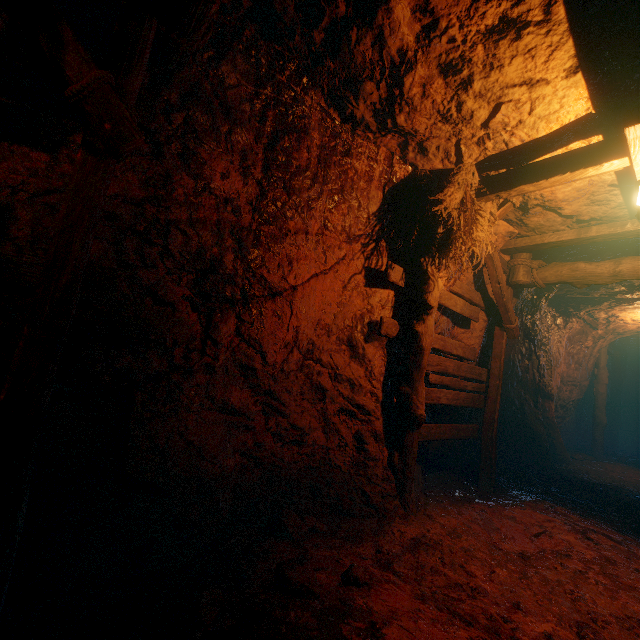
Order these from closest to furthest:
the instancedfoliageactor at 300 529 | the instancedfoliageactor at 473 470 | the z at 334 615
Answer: the z at 334 615
the instancedfoliageactor at 300 529
the instancedfoliageactor at 473 470

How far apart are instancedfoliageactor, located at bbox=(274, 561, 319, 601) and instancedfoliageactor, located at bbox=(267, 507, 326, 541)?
0.6m

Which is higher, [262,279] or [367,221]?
[367,221]

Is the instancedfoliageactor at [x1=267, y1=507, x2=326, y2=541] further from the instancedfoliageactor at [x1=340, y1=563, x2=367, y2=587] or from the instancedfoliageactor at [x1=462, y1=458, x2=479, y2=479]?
the instancedfoliageactor at [x1=462, y1=458, x2=479, y2=479]

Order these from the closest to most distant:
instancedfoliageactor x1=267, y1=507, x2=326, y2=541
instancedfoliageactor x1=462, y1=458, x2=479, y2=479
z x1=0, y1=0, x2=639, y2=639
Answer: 1. z x1=0, y1=0, x2=639, y2=639
2. instancedfoliageactor x1=267, y1=507, x2=326, y2=541
3. instancedfoliageactor x1=462, y1=458, x2=479, y2=479

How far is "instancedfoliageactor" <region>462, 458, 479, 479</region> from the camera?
6.2m

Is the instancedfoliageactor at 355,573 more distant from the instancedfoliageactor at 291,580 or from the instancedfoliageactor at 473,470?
the instancedfoliageactor at 473,470

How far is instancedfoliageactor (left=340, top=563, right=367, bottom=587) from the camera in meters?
2.3
